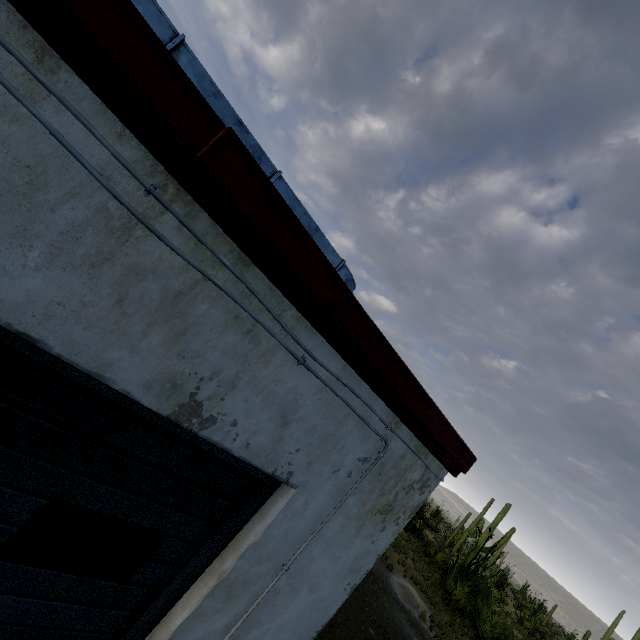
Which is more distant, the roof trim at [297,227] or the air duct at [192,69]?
the air duct at [192,69]

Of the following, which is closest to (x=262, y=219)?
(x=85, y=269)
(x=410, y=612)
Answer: (x=85, y=269)

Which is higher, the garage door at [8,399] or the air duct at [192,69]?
the air duct at [192,69]

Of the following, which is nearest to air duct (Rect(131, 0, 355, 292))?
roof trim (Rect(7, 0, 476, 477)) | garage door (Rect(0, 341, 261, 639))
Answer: roof trim (Rect(7, 0, 476, 477))

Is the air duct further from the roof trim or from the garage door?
the garage door

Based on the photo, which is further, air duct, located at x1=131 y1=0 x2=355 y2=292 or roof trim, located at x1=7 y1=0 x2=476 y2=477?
air duct, located at x1=131 y1=0 x2=355 y2=292

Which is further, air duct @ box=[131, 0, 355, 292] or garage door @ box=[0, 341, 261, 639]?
air duct @ box=[131, 0, 355, 292]
